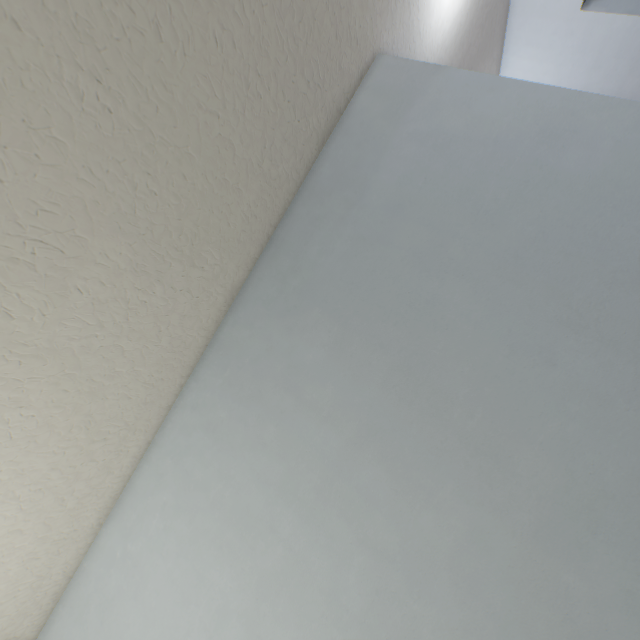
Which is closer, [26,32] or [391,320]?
[26,32]
